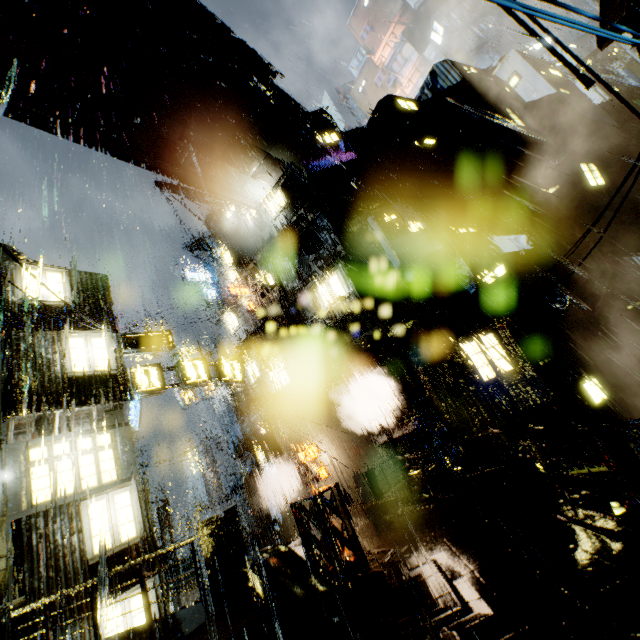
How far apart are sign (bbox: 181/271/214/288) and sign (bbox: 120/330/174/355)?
14.6m

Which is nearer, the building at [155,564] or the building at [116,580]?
the building at [116,580]

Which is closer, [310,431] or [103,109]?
[103,109]

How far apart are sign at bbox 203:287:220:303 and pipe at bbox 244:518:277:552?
19.0 meters

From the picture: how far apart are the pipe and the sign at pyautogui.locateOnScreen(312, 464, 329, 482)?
6.8m

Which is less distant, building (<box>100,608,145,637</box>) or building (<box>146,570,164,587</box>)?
building (<box>100,608,145,637</box>)

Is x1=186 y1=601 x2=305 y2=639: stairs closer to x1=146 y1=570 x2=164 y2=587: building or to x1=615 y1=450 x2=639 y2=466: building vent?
x1=146 y1=570 x2=164 y2=587: building

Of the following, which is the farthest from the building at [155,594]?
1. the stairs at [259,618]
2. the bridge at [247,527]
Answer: the stairs at [259,618]
